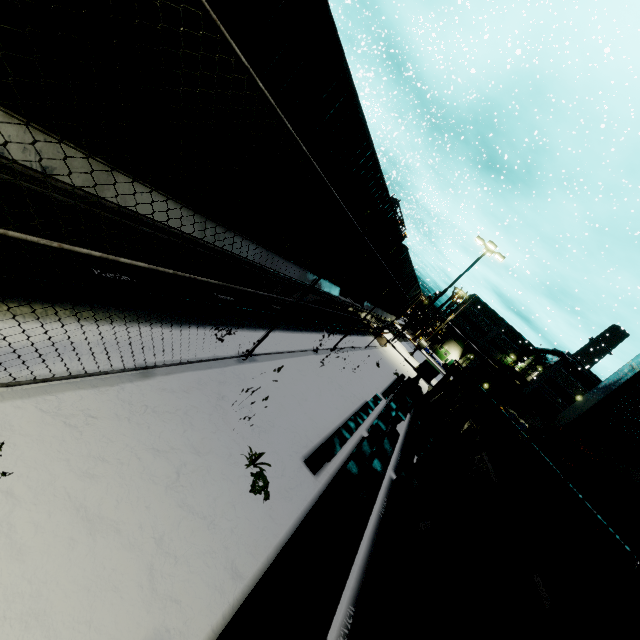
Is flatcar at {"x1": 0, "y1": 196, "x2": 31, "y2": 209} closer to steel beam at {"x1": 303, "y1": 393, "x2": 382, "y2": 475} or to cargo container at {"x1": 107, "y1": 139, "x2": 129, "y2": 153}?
cargo container at {"x1": 107, "y1": 139, "x2": 129, "y2": 153}

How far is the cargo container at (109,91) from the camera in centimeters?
238cm

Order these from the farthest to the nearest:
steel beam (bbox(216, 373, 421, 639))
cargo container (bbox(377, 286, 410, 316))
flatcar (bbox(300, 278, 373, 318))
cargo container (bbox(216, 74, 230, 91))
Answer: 1. cargo container (bbox(377, 286, 410, 316))
2. flatcar (bbox(300, 278, 373, 318))
3. cargo container (bbox(216, 74, 230, 91))
4. steel beam (bbox(216, 373, 421, 639))

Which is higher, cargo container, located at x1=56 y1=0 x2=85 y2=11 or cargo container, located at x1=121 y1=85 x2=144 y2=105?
cargo container, located at x1=56 y1=0 x2=85 y2=11

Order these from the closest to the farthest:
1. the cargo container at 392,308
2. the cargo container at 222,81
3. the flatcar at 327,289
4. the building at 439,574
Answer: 1. the cargo container at 222,81
2. the building at 439,574
3. the flatcar at 327,289
4. the cargo container at 392,308

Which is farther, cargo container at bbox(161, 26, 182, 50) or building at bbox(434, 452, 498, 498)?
building at bbox(434, 452, 498, 498)

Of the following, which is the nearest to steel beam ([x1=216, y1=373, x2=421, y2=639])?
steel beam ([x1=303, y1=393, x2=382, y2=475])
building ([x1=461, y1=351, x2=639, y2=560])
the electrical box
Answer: steel beam ([x1=303, y1=393, x2=382, y2=475])

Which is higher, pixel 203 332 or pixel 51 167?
pixel 51 167
